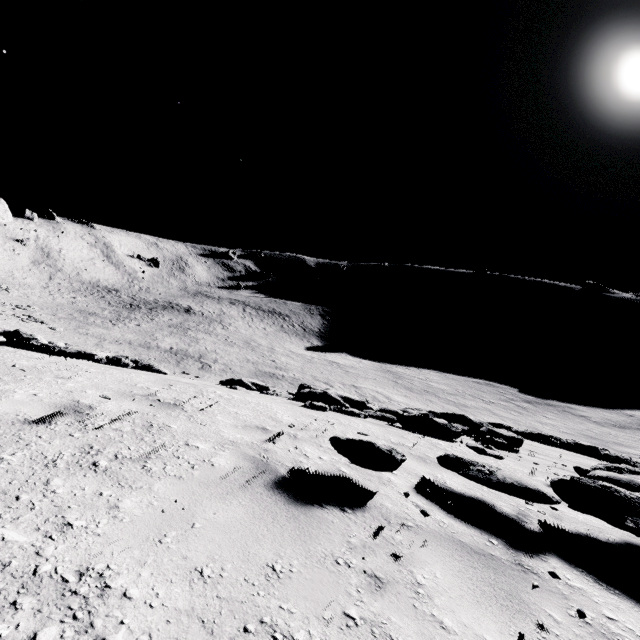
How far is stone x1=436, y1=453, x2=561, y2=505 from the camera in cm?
309

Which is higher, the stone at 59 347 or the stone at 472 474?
the stone at 472 474

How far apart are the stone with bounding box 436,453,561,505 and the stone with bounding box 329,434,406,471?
0.83m

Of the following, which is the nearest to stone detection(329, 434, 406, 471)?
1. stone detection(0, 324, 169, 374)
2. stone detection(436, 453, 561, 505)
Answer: stone detection(436, 453, 561, 505)

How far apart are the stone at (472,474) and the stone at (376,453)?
0.83m

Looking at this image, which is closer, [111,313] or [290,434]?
[290,434]

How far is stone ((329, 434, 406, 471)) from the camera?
3.0 meters
